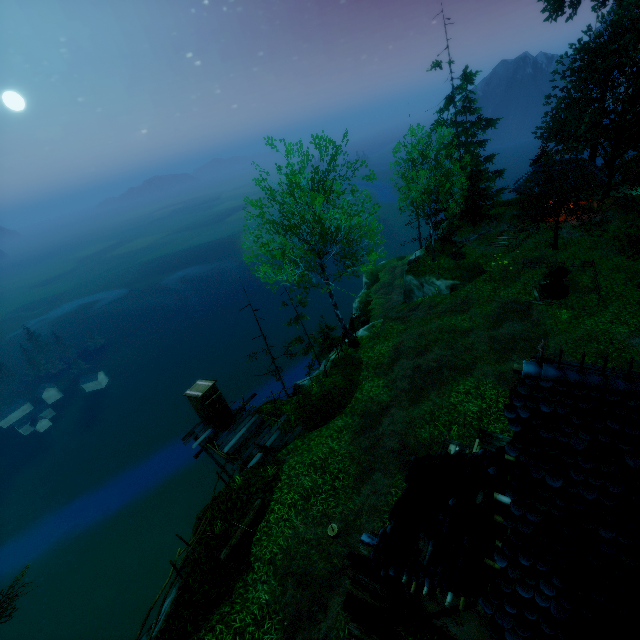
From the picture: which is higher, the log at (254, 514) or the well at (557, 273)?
the log at (254, 514)

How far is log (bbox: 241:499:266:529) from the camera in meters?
11.4 m

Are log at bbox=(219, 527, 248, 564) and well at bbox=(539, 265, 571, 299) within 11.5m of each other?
no

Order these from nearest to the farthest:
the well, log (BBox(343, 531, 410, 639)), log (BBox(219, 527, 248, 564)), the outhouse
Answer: log (BBox(343, 531, 410, 639)), log (BBox(219, 527, 248, 564)), the outhouse, the well

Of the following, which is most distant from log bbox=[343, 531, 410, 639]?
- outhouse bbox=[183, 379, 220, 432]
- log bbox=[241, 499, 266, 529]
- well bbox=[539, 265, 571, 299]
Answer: well bbox=[539, 265, 571, 299]

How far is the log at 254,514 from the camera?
11.4m

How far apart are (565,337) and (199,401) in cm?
1965

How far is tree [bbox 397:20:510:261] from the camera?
23.7m
